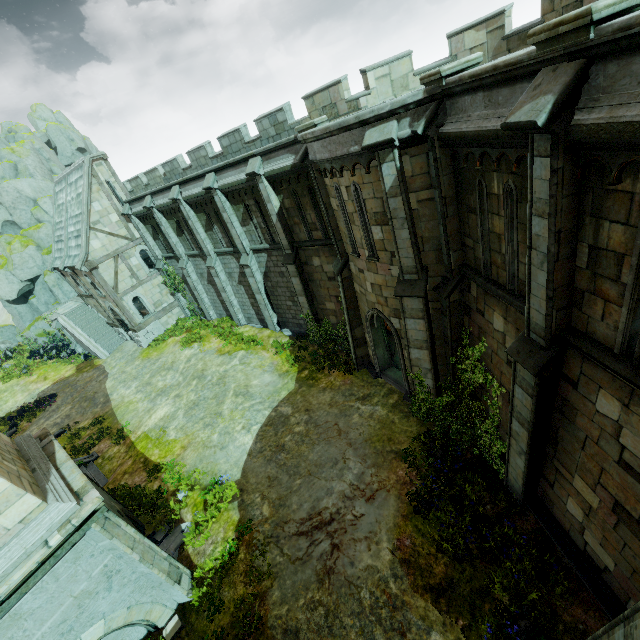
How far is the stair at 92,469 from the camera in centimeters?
1502cm

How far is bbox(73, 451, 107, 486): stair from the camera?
15.0m

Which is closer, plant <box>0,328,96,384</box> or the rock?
plant <box>0,328,96,384</box>

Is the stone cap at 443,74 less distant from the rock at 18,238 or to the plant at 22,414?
the plant at 22,414

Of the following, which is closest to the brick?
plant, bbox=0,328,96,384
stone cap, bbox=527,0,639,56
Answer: stone cap, bbox=527,0,639,56

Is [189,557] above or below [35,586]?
below

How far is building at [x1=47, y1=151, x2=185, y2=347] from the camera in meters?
22.6

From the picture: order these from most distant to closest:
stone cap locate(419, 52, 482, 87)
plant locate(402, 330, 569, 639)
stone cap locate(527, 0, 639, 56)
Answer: plant locate(402, 330, 569, 639)
stone cap locate(419, 52, 482, 87)
stone cap locate(527, 0, 639, 56)
